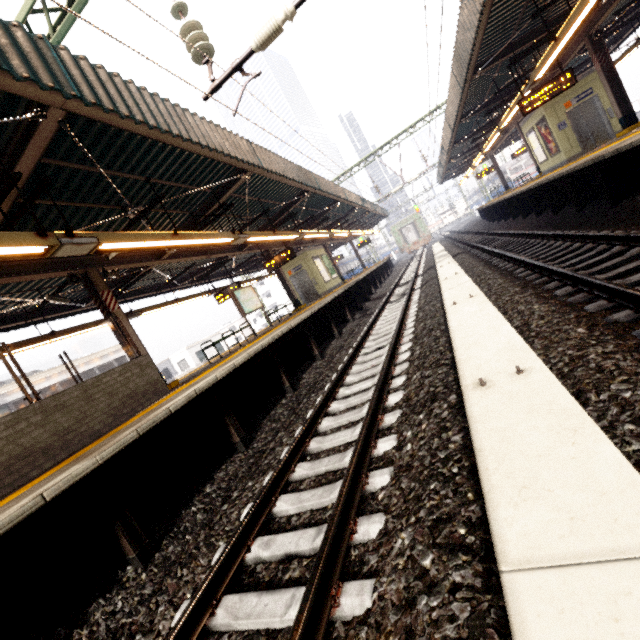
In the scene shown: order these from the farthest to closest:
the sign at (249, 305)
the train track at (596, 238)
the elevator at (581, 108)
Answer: the elevator at (581, 108) < the sign at (249, 305) < the train track at (596, 238)

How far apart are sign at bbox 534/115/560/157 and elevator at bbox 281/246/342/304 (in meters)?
12.57

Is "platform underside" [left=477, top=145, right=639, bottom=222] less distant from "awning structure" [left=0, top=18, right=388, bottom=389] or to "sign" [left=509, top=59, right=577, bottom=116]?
"sign" [left=509, top=59, right=577, bottom=116]

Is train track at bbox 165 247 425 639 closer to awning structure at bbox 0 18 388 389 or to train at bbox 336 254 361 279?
awning structure at bbox 0 18 388 389

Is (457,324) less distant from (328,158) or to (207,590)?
(207,590)

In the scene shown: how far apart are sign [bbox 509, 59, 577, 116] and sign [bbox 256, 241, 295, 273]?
9.3m

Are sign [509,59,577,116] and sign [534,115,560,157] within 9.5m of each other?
yes

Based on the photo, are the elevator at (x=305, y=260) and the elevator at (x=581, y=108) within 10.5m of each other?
no
